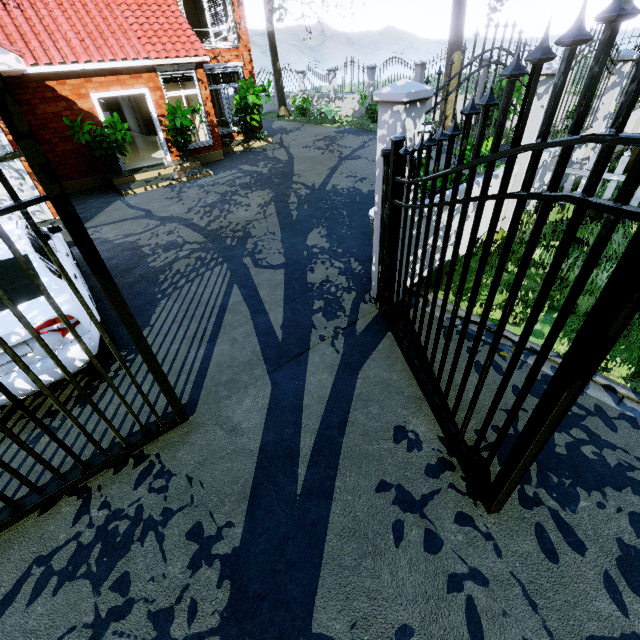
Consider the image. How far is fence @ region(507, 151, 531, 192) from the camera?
5.4m

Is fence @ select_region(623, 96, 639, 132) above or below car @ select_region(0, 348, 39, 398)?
above

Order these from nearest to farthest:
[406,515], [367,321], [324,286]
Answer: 1. [406,515]
2. [367,321]
3. [324,286]

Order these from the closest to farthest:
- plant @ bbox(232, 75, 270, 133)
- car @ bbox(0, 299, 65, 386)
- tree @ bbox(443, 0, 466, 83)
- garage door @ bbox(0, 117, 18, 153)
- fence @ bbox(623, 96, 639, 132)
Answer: car @ bbox(0, 299, 65, 386), garage door @ bbox(0, 117, 18, 153), fence @ bbox(623, 96, 639, 132), tree @ bbox(443, 0, 466, 83), plant @ bbox(232, 75, 270, 133)

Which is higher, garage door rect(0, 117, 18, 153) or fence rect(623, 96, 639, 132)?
garage door rect(0, 117, 18, 153)

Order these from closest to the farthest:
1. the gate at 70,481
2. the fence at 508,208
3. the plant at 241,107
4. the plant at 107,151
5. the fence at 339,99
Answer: the gate at 70,481
the fence at 508,208
the plant at 107,151
the plant at 241,107
the fence at 339,99

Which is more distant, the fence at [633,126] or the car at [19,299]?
the fence at [633,126]
